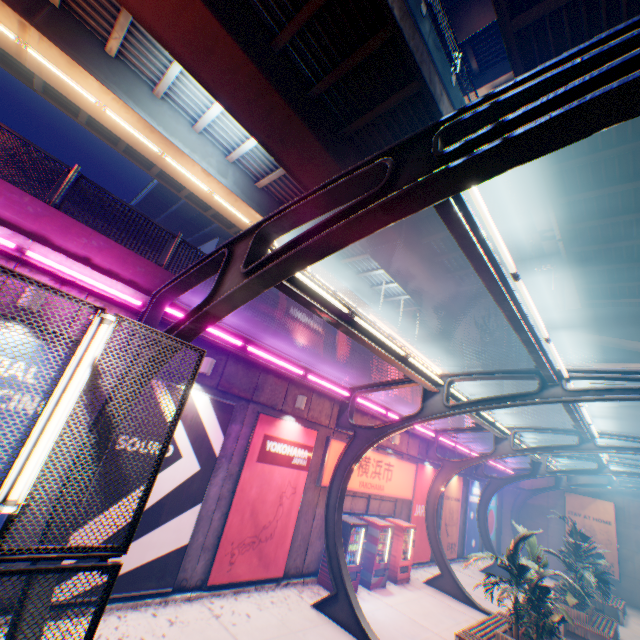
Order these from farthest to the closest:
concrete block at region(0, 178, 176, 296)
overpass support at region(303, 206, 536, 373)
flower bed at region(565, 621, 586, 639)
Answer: overpass support at region(303, 206, 536, 373) < flower bed at region(565, 621, 586, 639) < concrete block at region(0, 178, 176, 296)

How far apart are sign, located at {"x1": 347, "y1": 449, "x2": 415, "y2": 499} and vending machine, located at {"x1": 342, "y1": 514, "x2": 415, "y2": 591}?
0.84m

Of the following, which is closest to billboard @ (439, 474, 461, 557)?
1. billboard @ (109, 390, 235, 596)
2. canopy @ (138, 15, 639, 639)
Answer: canopy @ (138, 15, 639, 639)

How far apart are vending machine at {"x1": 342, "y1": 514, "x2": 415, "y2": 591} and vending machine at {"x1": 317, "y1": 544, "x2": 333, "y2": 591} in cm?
68

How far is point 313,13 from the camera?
9.2m

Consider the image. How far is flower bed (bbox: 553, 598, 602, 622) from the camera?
11.97m

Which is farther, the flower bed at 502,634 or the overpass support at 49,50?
the overpass support at 49,50

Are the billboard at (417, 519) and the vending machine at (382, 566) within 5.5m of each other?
yes
